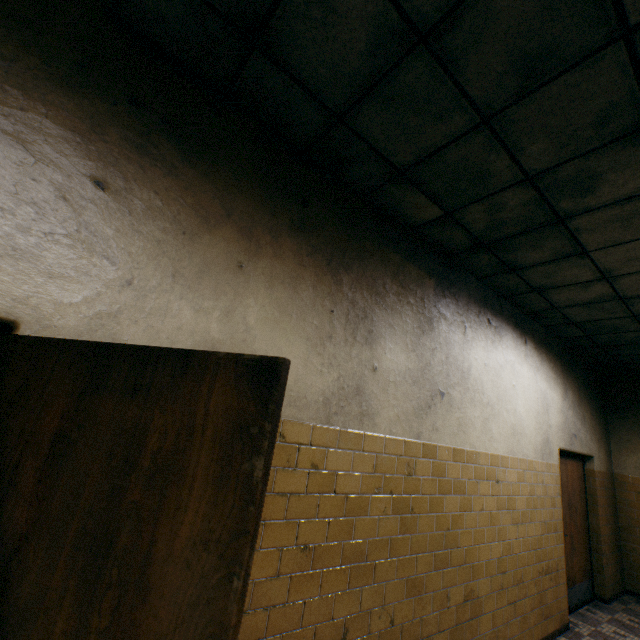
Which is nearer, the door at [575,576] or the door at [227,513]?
the door at [227,513]

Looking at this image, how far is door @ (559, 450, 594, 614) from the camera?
4.81m

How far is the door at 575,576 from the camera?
4.8 meters

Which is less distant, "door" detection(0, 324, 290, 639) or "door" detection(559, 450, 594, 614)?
"door" detection(0, 324, 290, 639)

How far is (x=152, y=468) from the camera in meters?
0.8 m
